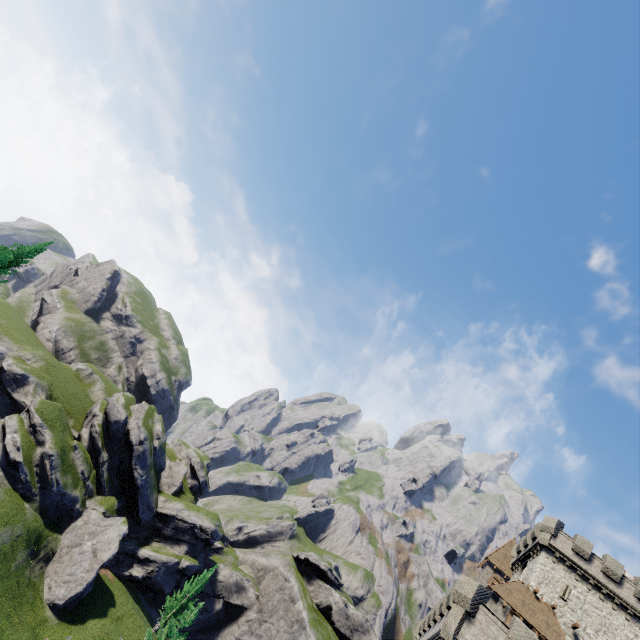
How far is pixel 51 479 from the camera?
38.03m

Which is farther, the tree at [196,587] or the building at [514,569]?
the tree at [196,587]

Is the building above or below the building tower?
above

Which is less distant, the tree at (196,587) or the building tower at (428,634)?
the building tower at (428,634)

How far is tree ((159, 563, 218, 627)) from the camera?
40.2 meters

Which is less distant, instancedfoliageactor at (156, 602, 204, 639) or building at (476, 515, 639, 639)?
building at (476, 515, 639, 639)

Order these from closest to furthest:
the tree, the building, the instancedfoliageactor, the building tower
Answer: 1. the building tower
2. the building
3. the instancedfoliageactor
4. the tree

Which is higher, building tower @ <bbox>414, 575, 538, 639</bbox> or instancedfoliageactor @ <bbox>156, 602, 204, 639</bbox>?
building tower @ <bbox>414, 575, 538, 639</bbox>
